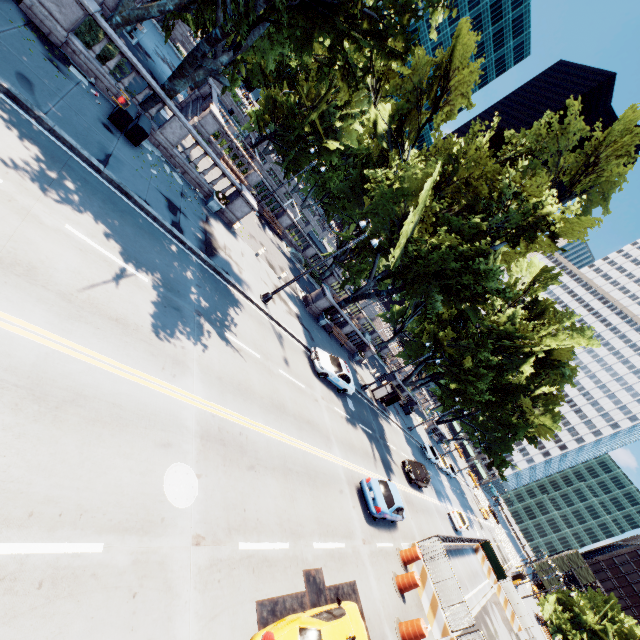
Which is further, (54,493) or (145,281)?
(145,281)

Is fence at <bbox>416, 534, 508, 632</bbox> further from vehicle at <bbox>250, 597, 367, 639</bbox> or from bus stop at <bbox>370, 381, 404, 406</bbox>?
bus stop at <bbox>370, 381, 404, 406</bbox>

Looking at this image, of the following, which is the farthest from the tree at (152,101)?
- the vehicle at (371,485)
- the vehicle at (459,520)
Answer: the vehicle at (459,520)

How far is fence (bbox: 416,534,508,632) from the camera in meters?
16.0 m

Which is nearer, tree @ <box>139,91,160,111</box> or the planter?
tree @ <box>139,91,160,111</box>

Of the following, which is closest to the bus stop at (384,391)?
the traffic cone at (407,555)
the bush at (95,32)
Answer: the traffic cone at (407,555)

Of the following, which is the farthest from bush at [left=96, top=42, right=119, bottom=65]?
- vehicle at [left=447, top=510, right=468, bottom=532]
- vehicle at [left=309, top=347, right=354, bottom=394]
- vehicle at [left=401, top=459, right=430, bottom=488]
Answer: vehicle at [left=447, top=510, right=468, bottom=532]

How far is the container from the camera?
13.6m
